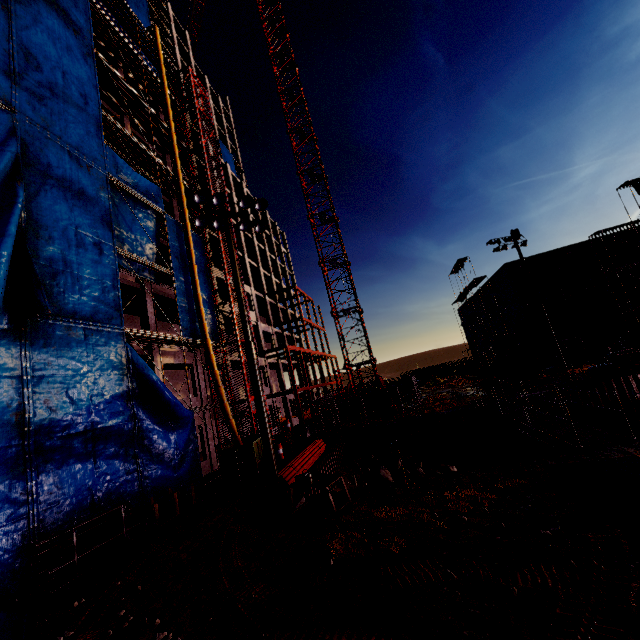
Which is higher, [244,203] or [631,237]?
[244,203]

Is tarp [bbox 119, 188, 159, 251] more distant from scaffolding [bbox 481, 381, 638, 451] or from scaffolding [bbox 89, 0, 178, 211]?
scaffolding [bbox 481, 381, 638, 451]

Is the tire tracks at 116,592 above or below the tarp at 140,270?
below

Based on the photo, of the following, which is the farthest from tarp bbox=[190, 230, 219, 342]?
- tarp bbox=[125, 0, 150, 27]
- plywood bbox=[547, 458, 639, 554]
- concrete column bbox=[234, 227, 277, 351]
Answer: plywood bbox=[547, 458, 639, 554]

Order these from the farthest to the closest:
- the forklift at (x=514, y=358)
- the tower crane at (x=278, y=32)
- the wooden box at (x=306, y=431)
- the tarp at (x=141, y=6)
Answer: the tarp at (x=141, y=6) → the tower crane at (x=278, y=32) → the forklift at (x=514, y=358) → the wooden box at (x=306, y=431)

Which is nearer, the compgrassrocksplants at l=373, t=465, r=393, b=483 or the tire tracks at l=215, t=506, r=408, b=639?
the tire tracks at l=215, t=506, r=408, b=639

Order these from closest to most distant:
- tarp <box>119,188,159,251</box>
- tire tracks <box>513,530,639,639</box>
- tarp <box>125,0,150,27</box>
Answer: tire tracks <box>513,530,639,639</box> < tarp <box>119,188,159,251</box> < tarp <box>125,0,150,27</box>

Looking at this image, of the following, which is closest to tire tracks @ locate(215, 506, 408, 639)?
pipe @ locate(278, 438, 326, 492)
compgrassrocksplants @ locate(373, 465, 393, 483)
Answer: pipe @ locate(278, 438, 326, 492)
